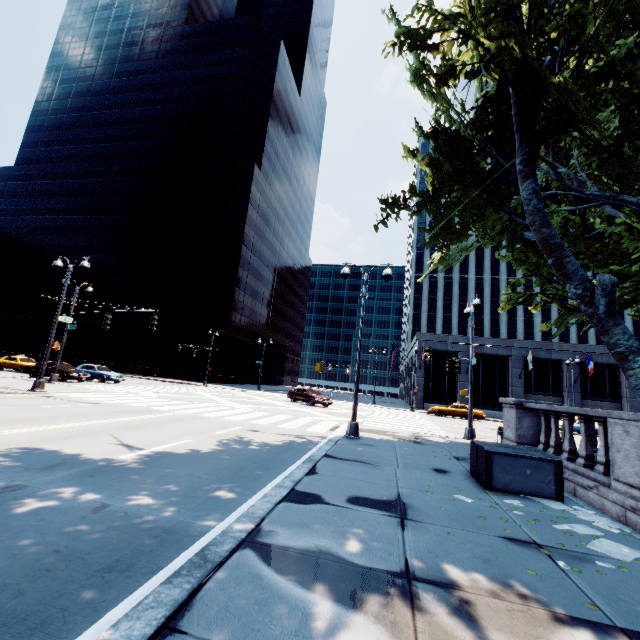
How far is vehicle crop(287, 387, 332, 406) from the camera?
27.95m

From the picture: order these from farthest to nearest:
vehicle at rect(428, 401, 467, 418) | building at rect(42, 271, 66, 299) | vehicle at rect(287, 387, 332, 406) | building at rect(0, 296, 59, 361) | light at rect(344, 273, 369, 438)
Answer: building at rect(42, 271, 66, 299), building at rect(0, 296, 59, 361), vehicle at rect(428, 401, 467, 418), vehicle at rect(287, 387, 332, 406), light at rect(344, 273, 369, 438)

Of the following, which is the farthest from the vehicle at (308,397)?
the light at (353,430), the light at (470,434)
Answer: the light at (353,430)

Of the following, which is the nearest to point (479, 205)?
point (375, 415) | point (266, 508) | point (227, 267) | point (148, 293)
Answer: point (266, 508)

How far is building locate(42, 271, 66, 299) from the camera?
59.2m

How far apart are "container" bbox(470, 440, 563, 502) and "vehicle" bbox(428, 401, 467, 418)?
26.1m

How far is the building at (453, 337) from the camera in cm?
4091

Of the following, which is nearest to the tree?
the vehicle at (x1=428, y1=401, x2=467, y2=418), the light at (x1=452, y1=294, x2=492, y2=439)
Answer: the light at (x1=452, y1=294, x2=492, y2=439)
